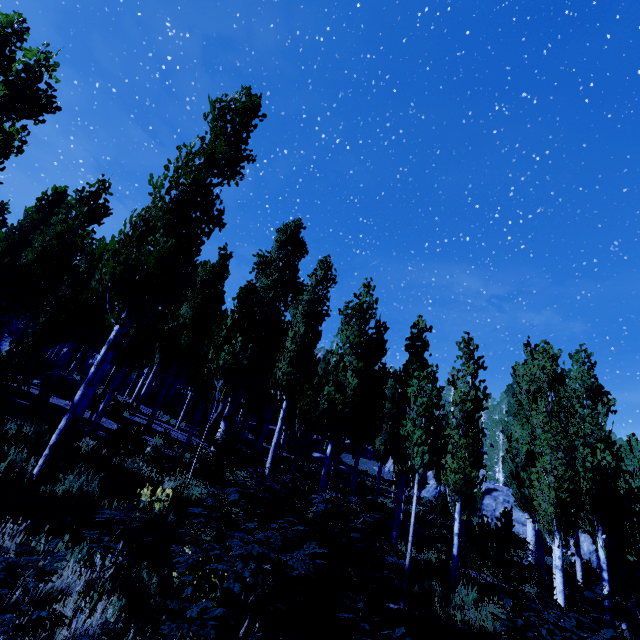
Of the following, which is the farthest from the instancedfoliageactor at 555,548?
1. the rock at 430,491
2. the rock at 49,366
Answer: the rock at 49,366

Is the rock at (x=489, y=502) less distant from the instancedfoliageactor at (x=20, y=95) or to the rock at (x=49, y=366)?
the instancedfoliageactor at (x=20, y=95)

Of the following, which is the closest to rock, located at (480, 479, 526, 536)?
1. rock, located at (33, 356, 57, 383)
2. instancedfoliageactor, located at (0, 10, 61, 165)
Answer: instancedfoliageactor, located at (0, 10, 61, 165)

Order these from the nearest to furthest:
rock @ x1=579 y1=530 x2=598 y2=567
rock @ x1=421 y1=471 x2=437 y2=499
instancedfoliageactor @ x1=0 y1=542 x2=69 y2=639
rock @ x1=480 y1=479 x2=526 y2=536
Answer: instancedfoliageactor @ x1=0 y1=542 x2=69 y2=639, rock @ x1=579 y1=530 x2=598 y2=567, rock @ x1=480 y1=479 x2=526 y2=536, rock @ x1=421 y1=471 x2=437 y2=499

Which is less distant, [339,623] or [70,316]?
[339,623]

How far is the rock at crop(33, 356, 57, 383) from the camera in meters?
16.3 m
